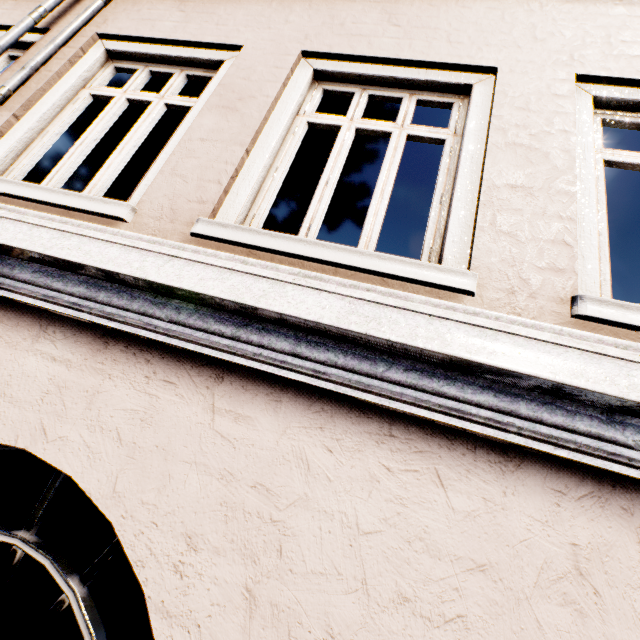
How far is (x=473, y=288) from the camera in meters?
1.5
